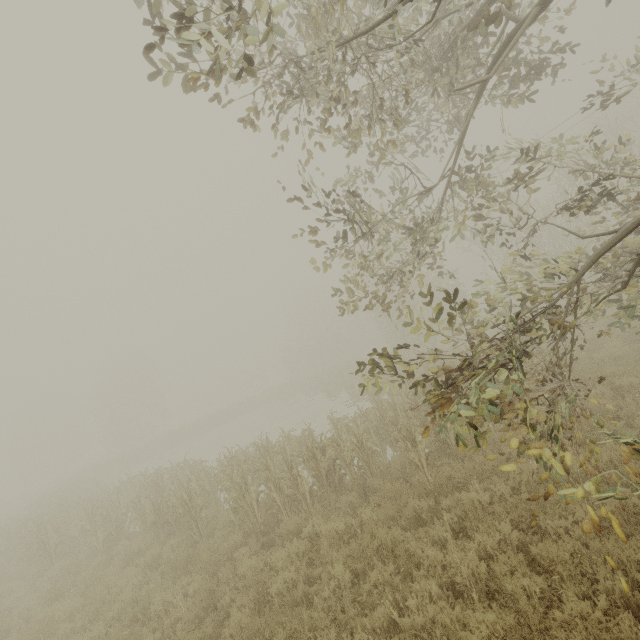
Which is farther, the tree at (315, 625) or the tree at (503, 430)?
the tree at (315, 625)

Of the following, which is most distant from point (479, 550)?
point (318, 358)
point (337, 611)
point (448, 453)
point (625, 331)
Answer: point (318, 358)

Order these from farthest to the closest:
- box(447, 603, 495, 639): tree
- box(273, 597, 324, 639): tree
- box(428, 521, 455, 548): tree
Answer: box(428, 521, 455, 548): tree → box(273, 597, 324, 639): tree → box(447, 603, 495, 639): tree

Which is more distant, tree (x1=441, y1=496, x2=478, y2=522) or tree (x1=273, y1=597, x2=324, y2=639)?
tree (x1=441, y1=496, x2=478, y2=522)

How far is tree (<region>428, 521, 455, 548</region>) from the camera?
5.41m

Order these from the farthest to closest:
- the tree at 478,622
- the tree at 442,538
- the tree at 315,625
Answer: the tree at 442,538 < the tree at 315,625 < the tree at 478,622

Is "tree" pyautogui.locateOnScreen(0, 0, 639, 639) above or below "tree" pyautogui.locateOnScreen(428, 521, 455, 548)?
above
